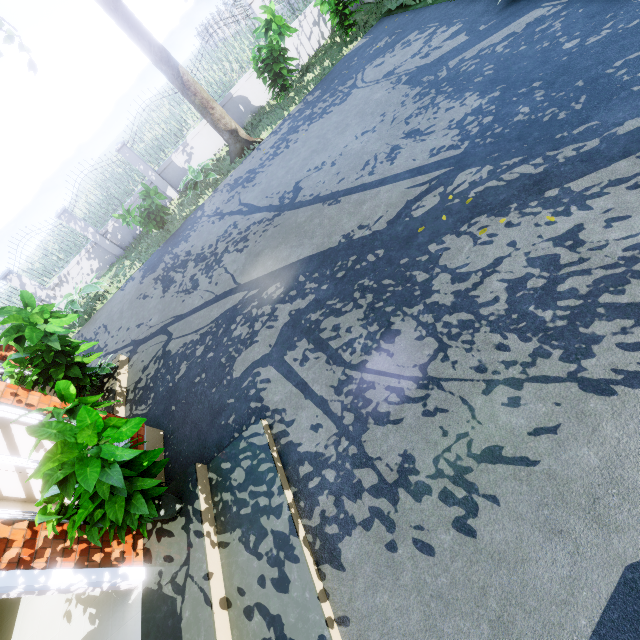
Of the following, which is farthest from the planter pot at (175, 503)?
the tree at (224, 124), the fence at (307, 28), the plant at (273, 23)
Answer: the plant at (273, 23)

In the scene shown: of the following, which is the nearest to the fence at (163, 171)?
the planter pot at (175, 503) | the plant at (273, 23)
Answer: the plant at (273, 23)

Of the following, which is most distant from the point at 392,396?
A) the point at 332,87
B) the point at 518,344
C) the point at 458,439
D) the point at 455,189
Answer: the point at 332,87

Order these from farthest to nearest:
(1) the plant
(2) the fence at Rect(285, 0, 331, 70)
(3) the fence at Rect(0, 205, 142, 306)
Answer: (3) the fence at Rect(0, 205, 142, 306), (2) the fence at Rect(285, 0, 331, 70), (1) the plant

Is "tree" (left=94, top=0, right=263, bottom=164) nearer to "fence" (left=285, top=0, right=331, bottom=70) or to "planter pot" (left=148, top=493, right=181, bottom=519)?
"fence" (left=285, top=0, right=331, bottom=70)

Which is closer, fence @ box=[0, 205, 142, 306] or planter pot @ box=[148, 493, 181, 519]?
planter pot @ box=[148, 493, 181, 519]

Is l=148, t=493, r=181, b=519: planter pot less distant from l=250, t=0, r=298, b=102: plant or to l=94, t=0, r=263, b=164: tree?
l=94, t=0, r=263, b=164: tree

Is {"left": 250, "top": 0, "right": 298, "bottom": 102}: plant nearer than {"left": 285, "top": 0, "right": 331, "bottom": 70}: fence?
Yes
